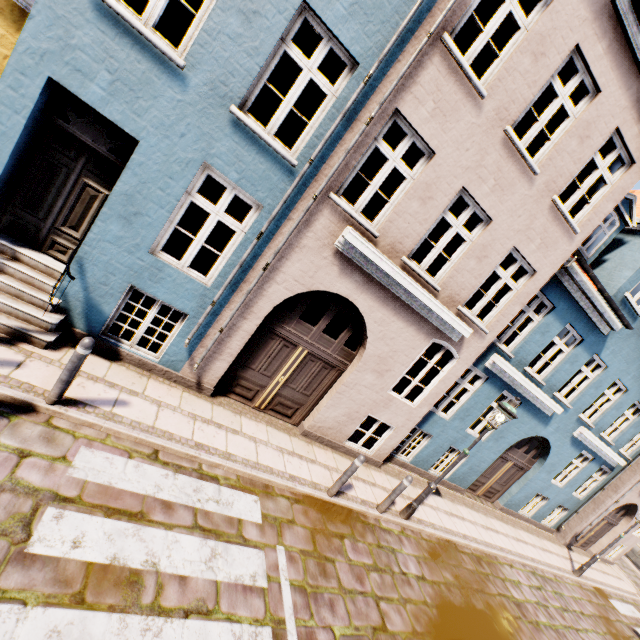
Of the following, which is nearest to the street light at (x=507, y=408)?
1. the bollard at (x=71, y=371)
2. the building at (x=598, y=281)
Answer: the building at (x=598, y=281)

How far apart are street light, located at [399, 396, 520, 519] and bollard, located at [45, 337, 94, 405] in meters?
7.3 m

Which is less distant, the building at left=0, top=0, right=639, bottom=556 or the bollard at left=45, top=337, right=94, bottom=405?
the bollard at left=45, top=337, right=94, bottom=405

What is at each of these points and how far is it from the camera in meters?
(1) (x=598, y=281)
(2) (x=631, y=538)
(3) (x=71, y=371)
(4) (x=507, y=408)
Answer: (1) building, 8.2 m
(2) building, 16.0 m
(3) bollard, 4.2 m
(4) street light, 6.9 m

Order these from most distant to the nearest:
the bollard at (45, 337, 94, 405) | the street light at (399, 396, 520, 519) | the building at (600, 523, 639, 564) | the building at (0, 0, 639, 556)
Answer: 1. the building at (600, 523, 639, 564)
2. the street light at (399, 396, 520, 519)
3. the building at (0, 0, 639, 556)
4. the bollard at (45, 337, 94, 405)

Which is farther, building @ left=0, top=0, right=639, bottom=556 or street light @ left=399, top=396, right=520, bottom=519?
street light @ left=399, top=396, right=520, bottom=519

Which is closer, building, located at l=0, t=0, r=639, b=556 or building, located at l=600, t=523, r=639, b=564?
building, located at l=0, t=0, r=639, b=556
